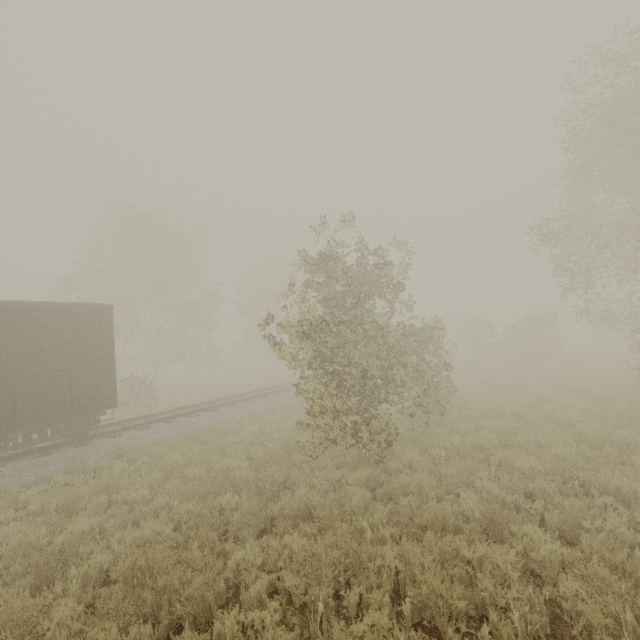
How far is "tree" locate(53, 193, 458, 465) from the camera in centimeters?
816cm

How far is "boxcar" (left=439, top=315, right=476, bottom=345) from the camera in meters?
49.1

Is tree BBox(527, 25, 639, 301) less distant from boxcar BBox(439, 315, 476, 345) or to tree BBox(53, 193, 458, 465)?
tree BBox(53, 193, 458, 465)

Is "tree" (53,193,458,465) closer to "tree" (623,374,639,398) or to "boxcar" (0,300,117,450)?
"boxcar" (0,300,117,450)

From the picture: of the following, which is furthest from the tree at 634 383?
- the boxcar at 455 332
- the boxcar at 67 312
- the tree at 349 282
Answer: the boxcar at 455 332

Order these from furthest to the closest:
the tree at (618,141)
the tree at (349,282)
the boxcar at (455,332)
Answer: the boxcar at (455,332) < the tree at (618,141) < the tree at (349,282)

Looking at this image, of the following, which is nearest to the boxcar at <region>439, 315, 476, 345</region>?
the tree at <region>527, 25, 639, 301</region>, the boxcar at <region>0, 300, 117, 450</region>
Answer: the tree at <region>527, 25, 639, 301</region>

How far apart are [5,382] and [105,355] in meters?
2.6
